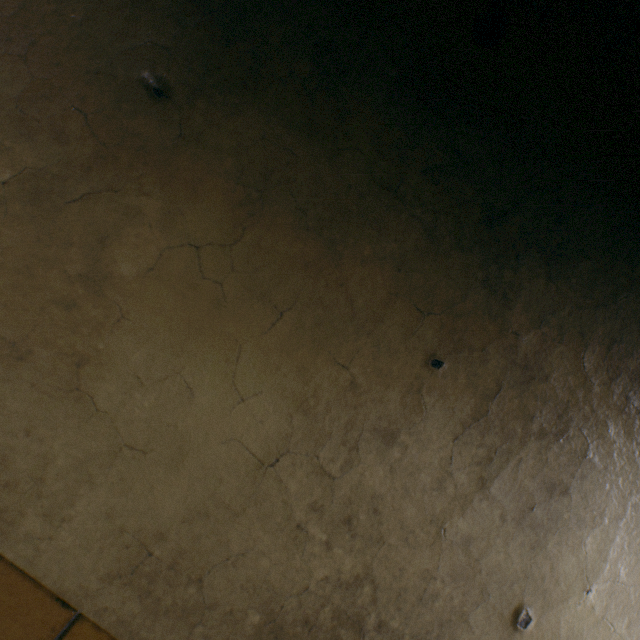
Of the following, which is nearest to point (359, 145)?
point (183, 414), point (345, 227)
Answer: point (345, 227)
